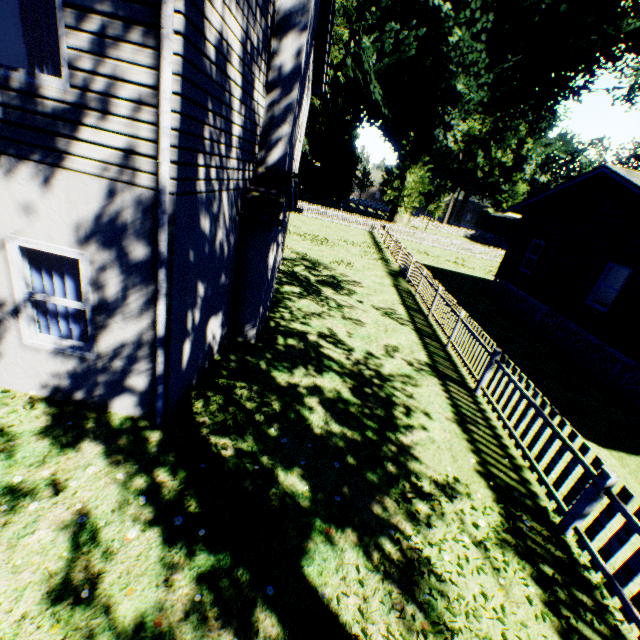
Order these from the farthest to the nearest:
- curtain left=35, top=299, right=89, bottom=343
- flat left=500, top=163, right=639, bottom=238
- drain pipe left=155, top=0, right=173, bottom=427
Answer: flat left=500, top=163, right=639, bottom=238
curtain left=35, top=299, right=89, bottom=343
drain pipe left=155, top=0, right=173, bottom=427

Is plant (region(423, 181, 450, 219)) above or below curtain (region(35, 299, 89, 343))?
above

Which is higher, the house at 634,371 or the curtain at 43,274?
the curtain at 43,274

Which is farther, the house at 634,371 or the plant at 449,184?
the plant at 449,184

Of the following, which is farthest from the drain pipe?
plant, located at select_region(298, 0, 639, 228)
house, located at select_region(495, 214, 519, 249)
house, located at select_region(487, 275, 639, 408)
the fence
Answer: house, located at select_region(495, 214, 519, 249)

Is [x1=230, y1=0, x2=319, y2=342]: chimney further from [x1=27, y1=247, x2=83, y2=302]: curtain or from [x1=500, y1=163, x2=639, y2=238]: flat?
[x1=500, y1=163, x2=639, y2=238]: flat

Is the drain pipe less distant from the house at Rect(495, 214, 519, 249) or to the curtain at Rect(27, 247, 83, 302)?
the curtain at Rect(27, 247, 83, 302)

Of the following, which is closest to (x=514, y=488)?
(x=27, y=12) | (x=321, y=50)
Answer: (x=27, y=12)
